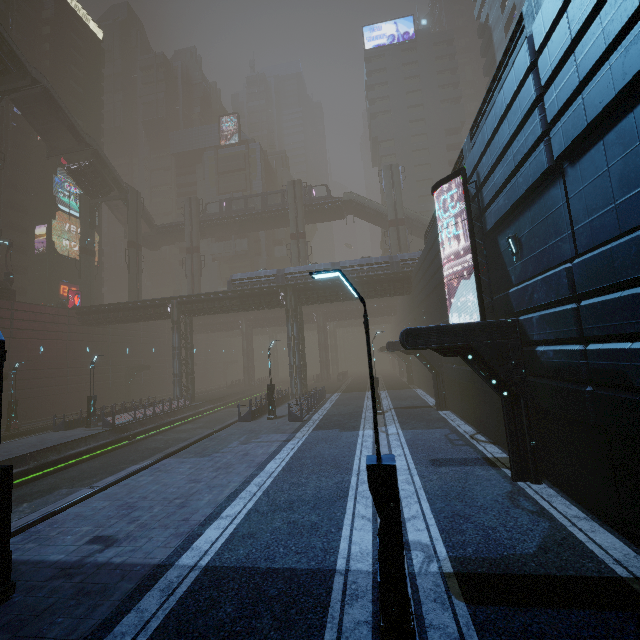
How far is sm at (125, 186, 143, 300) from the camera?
43.9m

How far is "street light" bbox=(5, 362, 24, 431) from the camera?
26.3 meters

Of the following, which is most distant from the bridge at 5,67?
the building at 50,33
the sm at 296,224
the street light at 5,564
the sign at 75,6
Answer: the street light at 5,564

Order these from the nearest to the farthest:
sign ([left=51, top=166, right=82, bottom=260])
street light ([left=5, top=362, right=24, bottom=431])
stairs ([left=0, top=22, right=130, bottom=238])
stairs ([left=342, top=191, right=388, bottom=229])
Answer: A: street light ([left=5, top=362, right=24, bottom=431]) < stairs ([left=0, top=22, right=130, bottom=238]) < stairs ([left=342, top=191, right=388, bottom=229]) < sign ([left=51, top=166, right=82, bottom=260])

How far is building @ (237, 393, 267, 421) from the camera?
23.0 meters

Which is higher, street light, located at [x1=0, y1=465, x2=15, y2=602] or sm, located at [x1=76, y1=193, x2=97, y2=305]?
sm, located at [x1=76, y1=193, x2=97, y2=305]

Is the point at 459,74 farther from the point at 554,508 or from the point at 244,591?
the point at 244,591

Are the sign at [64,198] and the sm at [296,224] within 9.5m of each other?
no
